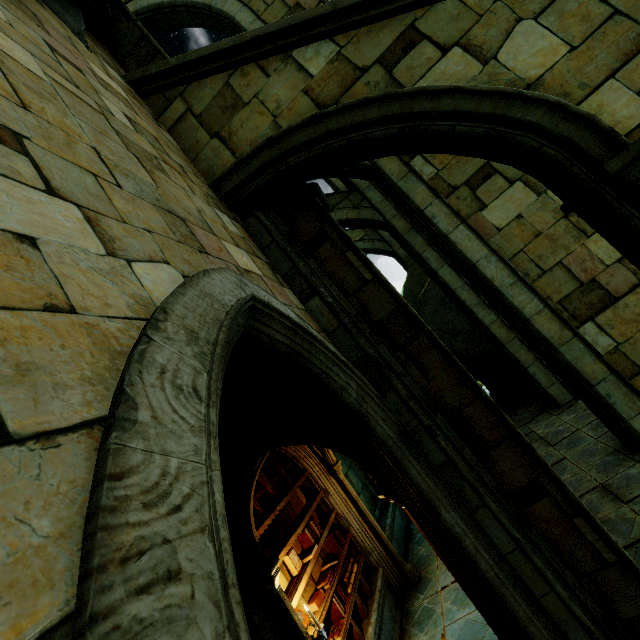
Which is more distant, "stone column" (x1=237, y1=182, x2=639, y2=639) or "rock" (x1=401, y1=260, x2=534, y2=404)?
"rock" (x1=401, y1=260, x2=534, y2=404)

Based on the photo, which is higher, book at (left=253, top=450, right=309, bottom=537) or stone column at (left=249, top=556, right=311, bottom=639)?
book at (left=253, top=450, right=309, bottom=537)

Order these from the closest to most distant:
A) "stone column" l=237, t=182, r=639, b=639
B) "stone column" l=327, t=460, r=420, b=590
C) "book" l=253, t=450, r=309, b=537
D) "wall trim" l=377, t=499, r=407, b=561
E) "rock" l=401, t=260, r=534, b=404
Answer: "stone column" l=237, t=182, r=639, b=639 < "book" l=253, t=450, r=309, b=537 < "stone column" l=327, t=460, r=420, b=590 < "wall trim" l=377, t=499, r=407, b=561 < "rock" l=401, t=260, r=534, b=404

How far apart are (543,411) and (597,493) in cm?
496

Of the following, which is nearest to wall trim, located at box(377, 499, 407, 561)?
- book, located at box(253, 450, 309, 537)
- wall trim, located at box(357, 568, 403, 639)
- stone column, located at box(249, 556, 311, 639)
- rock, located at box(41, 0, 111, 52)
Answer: wall trim, located at box(357, 568, 403, 639)

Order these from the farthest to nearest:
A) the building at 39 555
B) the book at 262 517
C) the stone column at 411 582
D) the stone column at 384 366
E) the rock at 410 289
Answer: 1. the rock at 410 289
2. the stone column at 411 582
3. the book at 262 517
4. the stone column at 384 366
5. the building at 39 555

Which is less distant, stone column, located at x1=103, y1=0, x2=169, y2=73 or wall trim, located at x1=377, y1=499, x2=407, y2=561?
stone column, located at x1=103, y1=0, x2=169, y2=73

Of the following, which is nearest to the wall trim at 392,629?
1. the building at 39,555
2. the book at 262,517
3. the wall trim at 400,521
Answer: the wall trim at 400,521
